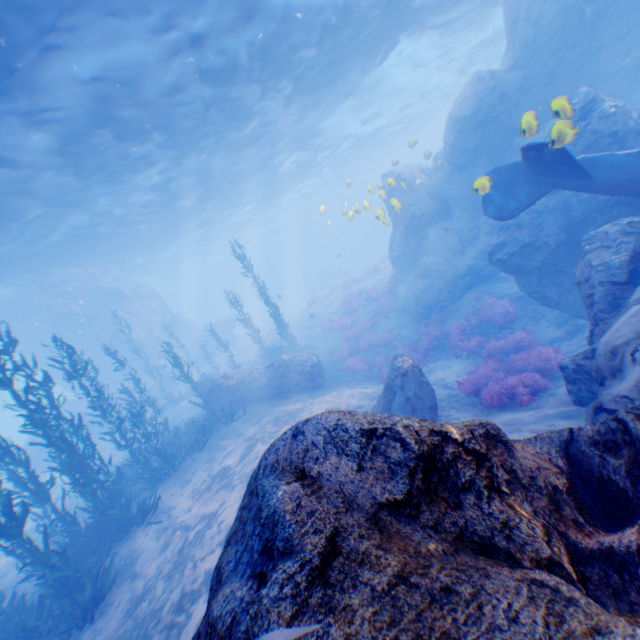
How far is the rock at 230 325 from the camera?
34.4 meters

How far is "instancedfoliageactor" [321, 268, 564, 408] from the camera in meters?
8.5 m

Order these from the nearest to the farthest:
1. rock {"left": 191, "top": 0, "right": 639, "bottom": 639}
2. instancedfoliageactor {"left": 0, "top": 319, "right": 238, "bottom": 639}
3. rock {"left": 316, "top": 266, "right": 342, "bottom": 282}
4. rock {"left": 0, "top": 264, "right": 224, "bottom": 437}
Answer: rock {"left": 191, "top": 0, "right": 639, "bottom": 639}
instancedfoliageactor {"left": 0, "top": 319, "right": 238, "bottom": 639}
rock {"left": 0, "top": 264, "right": 224, "bottom": 437}
rock {"left": 316, "top": 266, "right": 342, "bottom": 282}

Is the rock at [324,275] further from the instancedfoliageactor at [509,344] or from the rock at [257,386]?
the instancedfoliageactor at [509,344]

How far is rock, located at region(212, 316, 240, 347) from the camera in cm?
3441

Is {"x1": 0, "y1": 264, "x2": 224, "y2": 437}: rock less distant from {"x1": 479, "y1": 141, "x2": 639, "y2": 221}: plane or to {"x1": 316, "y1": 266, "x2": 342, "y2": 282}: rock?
{"x1": 479, "y1": 141, "x2": 639, "y2": 221}: plane

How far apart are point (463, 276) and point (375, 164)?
45.7 meters
